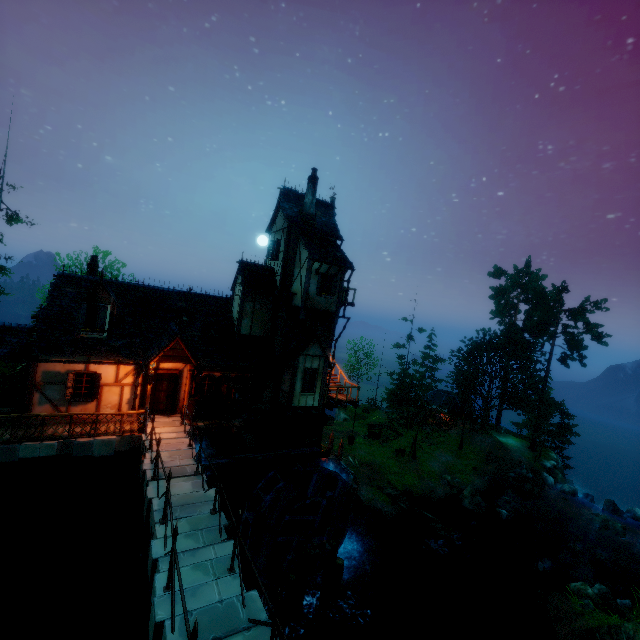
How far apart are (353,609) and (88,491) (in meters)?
16.36

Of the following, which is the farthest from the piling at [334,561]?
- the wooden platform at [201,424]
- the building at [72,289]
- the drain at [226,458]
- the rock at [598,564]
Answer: the rock at [598,564]

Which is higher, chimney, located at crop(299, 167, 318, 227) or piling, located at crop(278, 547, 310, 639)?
chimney, located at crop(299, 167, 318, 227)

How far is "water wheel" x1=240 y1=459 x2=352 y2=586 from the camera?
16.17m

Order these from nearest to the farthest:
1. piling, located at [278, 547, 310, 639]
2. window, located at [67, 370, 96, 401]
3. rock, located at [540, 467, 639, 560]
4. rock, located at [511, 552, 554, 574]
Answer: window, located at [67, 370, 96, 401] < piling, located at [278, 547, 310, 639] < rock, located at [511, 552, 554, 574] < rock, located at [540, 467, 639, 560]

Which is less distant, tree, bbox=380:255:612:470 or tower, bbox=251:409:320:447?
tower, bbox=251:409:320:447

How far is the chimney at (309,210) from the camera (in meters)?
19.61

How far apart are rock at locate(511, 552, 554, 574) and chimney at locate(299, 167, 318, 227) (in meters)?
27.08
